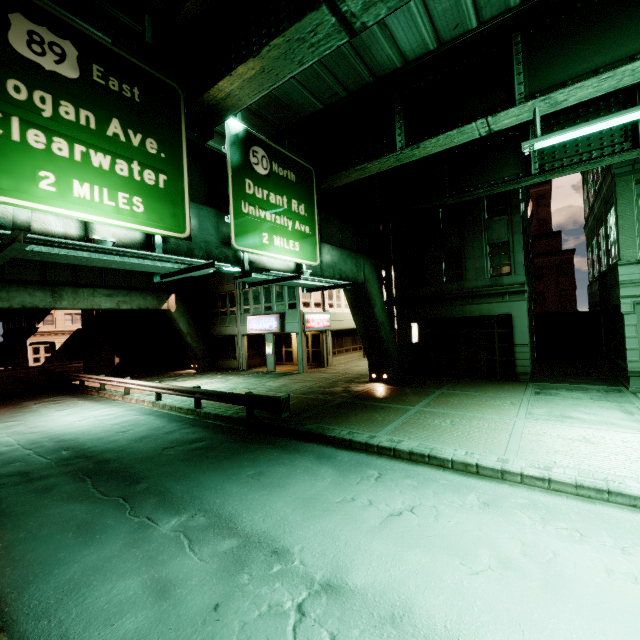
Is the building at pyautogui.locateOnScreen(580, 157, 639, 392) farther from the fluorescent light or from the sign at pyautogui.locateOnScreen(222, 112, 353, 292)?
the sign at pyautogui.locateOnScreen(222, 112, 353, 292)

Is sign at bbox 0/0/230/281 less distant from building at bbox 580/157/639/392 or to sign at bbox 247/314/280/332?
building at bbox 580/157/639/392

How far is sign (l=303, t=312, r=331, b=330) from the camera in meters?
24.0

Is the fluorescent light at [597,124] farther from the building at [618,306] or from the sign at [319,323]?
the sign at [319,323]

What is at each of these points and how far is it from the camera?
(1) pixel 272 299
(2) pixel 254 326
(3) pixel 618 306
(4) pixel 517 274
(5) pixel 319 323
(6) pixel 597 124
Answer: (1) building, 25.6m
(2) sign, 25.9m
(3) building, 15.7m
(4) building, 16.5m
(5) sign, 25.4m
(6) fluorescent light, 7.9m

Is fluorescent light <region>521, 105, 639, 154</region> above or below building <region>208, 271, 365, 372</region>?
above

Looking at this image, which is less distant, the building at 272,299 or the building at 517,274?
the building at 517,274

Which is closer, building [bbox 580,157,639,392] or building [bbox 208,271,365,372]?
building [bbox 580,157,639,392]
